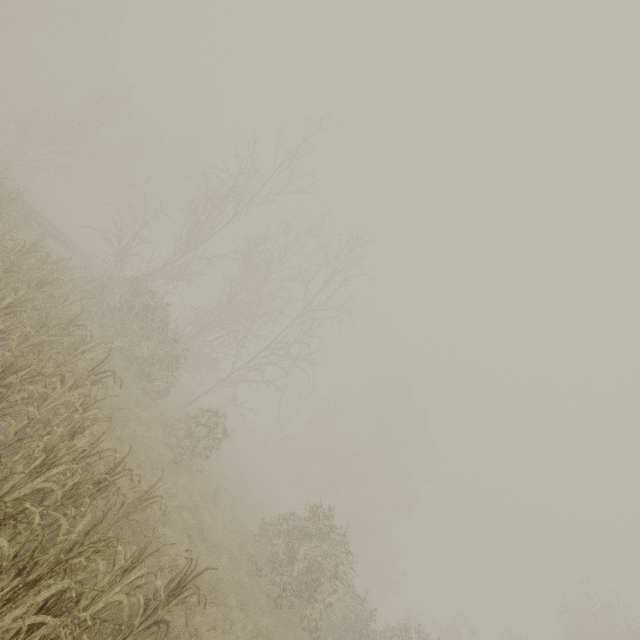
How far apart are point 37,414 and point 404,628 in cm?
1561
